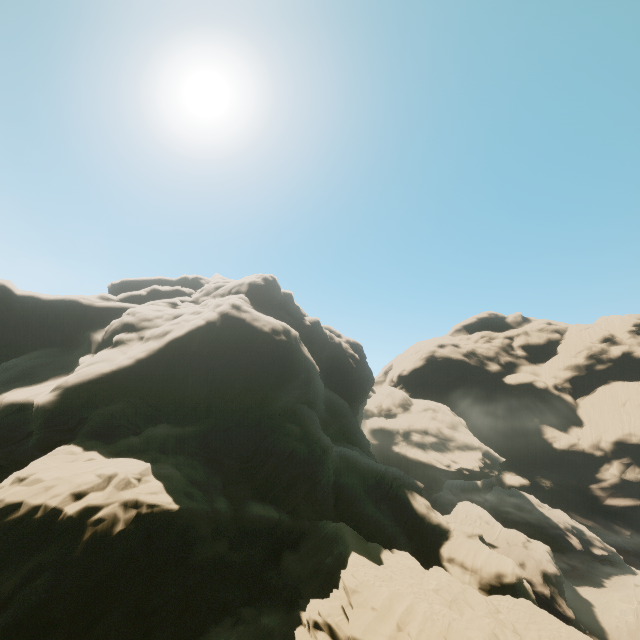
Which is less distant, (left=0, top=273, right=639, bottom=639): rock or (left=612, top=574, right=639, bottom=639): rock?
(left=0, top=273, right=639, bottom=639): rock

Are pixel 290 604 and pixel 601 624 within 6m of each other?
no

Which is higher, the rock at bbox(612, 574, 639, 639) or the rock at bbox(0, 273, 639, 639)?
the rock at bbox(0, 273, 639, 639)

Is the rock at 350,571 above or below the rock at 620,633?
above

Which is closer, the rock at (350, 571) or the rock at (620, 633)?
the rock at (350, 571)
